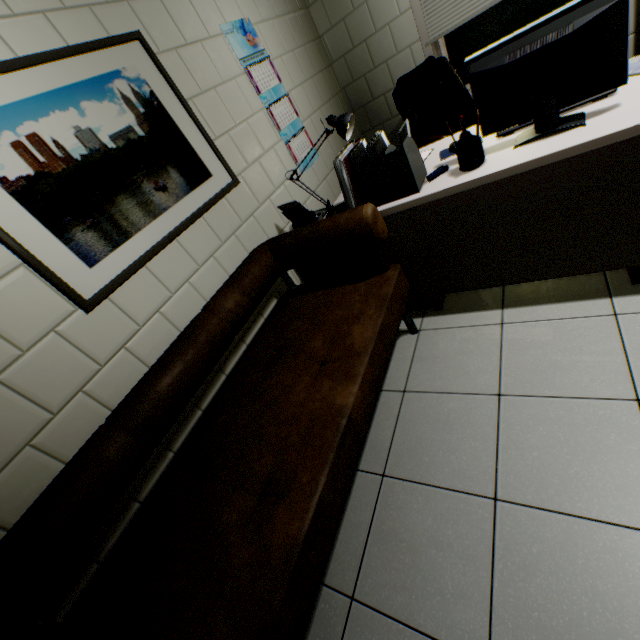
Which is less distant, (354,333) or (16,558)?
(16,558)

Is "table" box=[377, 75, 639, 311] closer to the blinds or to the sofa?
the sofa

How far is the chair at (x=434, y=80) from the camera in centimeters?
274cm

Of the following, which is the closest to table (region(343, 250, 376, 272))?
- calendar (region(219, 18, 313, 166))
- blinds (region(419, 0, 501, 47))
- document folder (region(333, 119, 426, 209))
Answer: document folder (region(333, 119, 426, 209))

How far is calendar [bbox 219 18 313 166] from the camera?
2.3m

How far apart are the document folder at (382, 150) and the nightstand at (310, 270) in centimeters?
44cm

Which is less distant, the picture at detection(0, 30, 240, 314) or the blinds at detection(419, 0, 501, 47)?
the picture at detection(0, 30, 240, 314)

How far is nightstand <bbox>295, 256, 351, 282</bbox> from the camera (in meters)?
2.35
